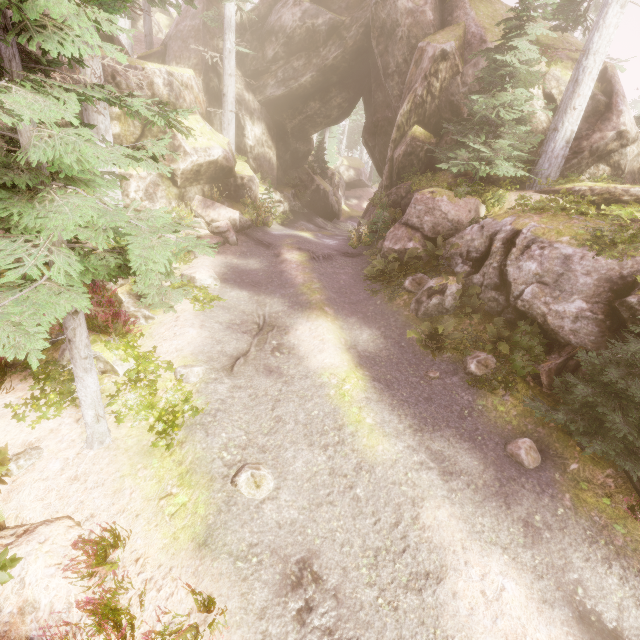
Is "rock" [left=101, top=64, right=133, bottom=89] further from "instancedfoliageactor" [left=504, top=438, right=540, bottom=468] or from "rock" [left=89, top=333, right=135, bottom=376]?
"rock" [left=89, top=333, right=135, bottom=376]

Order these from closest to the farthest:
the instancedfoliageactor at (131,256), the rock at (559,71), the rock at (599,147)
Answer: the instancedfoliageactor at (131,256) → the rock at (599,147) → the rock at (559,71)

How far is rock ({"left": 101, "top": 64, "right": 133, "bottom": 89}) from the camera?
12.6 meters

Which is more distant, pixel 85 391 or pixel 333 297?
pixel 333 297

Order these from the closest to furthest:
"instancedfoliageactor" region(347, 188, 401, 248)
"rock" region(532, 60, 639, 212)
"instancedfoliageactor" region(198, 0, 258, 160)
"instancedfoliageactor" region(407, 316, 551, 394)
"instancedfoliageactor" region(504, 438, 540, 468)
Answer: "instancedfoliageactor" region(504, 438, 540, 468), "instancedfoliageactor" region(407, 316, 551, 394), "rock" region(532, 60, 639, 212), "instancedfoliageactor" region(347, 188, 401, 248), "instancedfoliageactor" region(198, 0, 258, 160)

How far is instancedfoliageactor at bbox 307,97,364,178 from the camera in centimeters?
3039cm

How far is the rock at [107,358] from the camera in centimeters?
760cm

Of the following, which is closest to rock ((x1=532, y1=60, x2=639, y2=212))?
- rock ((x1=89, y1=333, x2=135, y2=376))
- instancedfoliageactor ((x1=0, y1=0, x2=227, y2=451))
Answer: instancedfoliageactor ((x1=0, y1=0, x2=227, y2=451))
